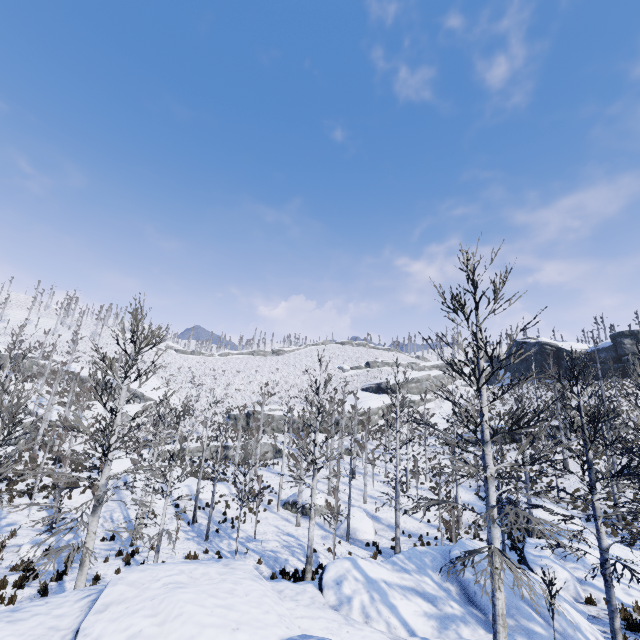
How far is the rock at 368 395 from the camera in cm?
5253

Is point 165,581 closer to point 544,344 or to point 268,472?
point 268,472

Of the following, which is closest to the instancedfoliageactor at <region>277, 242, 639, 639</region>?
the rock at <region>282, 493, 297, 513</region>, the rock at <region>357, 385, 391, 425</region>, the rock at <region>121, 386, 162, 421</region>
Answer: the rock at <region>282, 493, 297, 513</region>

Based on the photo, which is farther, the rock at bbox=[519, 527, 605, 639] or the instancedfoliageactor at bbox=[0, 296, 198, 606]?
the rock at bbox=[519, 527, 605, 639]

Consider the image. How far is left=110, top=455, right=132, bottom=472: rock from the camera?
29.7 meters

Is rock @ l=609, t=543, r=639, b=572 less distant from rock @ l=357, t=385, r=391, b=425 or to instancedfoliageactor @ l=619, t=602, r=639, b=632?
instancedfoliageactor @ l=619, t=602, r=639, b=632

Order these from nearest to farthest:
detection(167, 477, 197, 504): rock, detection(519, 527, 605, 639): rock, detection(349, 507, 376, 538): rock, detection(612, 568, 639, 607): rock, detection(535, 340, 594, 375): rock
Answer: detection(519, 527, 605, 639): rock → detection(612, 568, 639, 607): rock → detection(349, 507, 376, 538): rock → detection(167, 477, 197, 504): rock → detection(535, 340, 594, 375): rock

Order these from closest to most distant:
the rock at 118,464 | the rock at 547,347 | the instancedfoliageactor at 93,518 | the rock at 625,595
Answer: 1. the instancedfoliageactor at 93,518
2. the rock at 625,595
3. the rock at 118,464
4. the rock at 547,347
